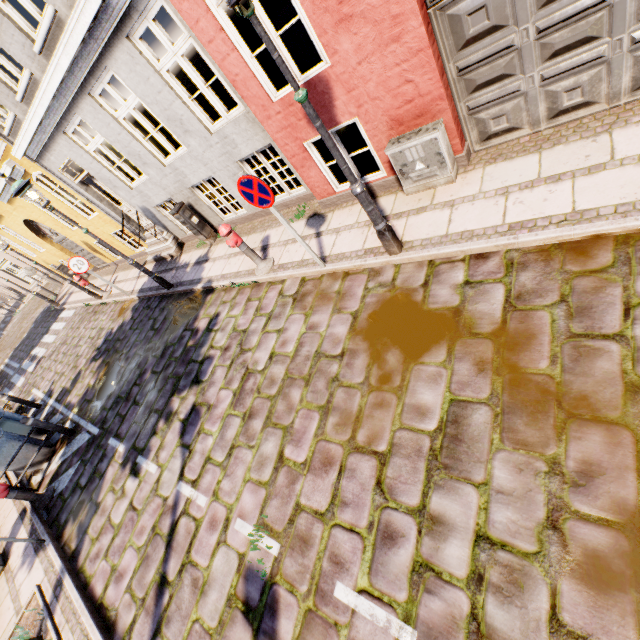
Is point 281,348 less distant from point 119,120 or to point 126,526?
point 126,526

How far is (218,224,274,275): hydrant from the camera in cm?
584

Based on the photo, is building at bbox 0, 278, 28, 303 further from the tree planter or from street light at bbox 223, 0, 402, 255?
the tree planter

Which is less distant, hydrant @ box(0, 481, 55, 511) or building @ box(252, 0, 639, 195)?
building @ box(252, 0, 639, 195)

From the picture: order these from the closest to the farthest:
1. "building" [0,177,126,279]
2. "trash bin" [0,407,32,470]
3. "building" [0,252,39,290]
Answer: "trash bin" [0,407,32,470]
"building" [0,177,126,279]
"building" [0,252,39,290]

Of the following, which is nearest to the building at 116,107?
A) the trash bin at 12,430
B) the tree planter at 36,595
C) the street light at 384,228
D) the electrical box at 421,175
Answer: the electrical box at 421,175

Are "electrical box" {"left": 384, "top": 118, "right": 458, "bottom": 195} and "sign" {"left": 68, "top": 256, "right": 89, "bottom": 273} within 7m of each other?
no

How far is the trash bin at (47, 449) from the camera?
7.8m
